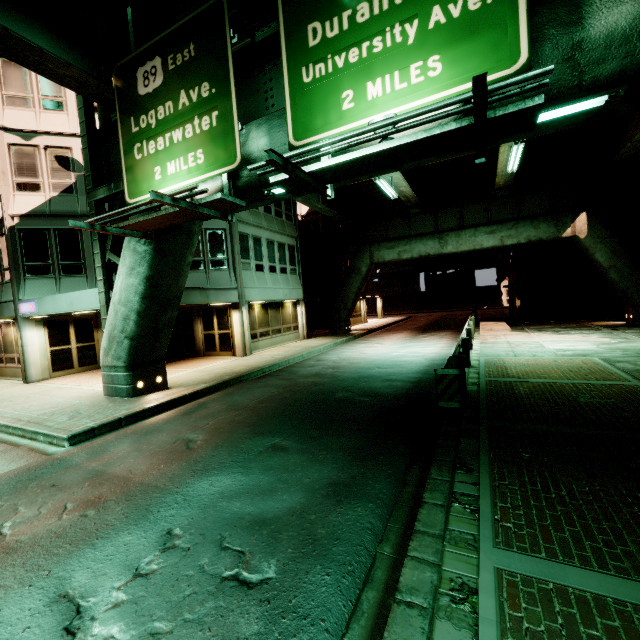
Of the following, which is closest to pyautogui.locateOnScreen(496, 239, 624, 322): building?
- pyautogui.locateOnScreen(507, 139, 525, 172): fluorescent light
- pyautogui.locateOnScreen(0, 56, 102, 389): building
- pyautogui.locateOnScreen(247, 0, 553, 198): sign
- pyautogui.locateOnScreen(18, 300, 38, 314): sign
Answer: pyautogui.locateOnScreen(507, 139, 525, 172): fluorescent light

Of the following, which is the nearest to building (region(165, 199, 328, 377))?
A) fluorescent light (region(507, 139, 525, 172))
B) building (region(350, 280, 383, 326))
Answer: building (region(350, 280, 383, 326))

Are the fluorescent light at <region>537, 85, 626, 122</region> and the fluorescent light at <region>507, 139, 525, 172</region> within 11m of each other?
yes

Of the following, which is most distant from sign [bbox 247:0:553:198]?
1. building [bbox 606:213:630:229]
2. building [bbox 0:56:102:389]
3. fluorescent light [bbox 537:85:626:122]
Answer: building [bbox 606:213:630:229]

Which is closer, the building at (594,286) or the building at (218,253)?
the building at (218,253)

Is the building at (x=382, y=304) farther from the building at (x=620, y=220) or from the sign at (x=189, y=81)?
the sign at (x=189, y=81)

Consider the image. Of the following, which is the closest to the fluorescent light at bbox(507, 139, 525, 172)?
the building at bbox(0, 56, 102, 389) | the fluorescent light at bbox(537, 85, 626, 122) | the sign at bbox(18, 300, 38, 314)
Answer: the fluorescent light at bbox(537, 85, 626, 122)

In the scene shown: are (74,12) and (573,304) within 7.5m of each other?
no
